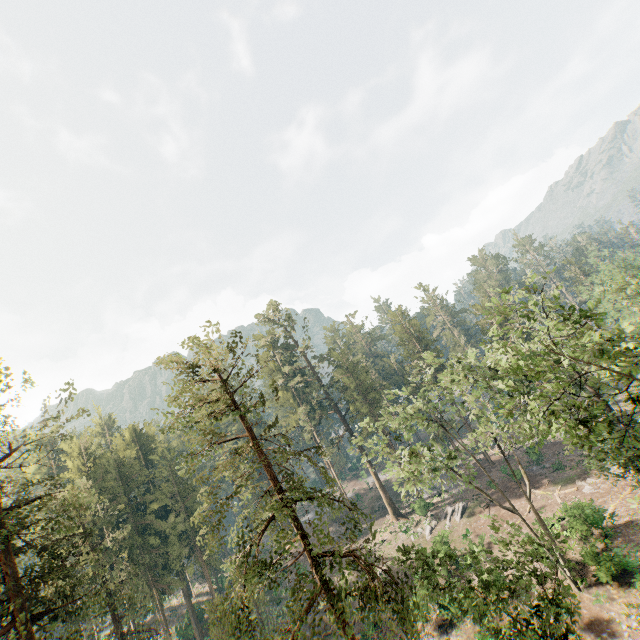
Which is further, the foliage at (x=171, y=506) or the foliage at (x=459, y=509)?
the foliage at (x=459, y=509)

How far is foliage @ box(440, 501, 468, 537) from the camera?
39.3m

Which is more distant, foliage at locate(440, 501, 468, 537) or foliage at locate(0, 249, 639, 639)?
foliage at locate(440, 501, 468, 537)

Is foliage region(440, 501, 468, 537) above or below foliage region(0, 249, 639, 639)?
below

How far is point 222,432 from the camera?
20.81m

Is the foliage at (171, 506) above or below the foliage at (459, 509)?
above
